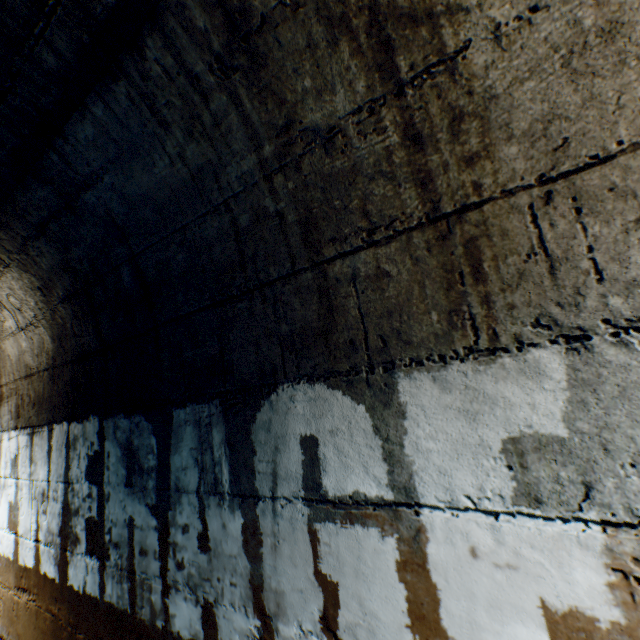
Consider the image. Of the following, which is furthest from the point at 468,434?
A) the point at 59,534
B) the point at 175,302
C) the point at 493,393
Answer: the point at 59,534
